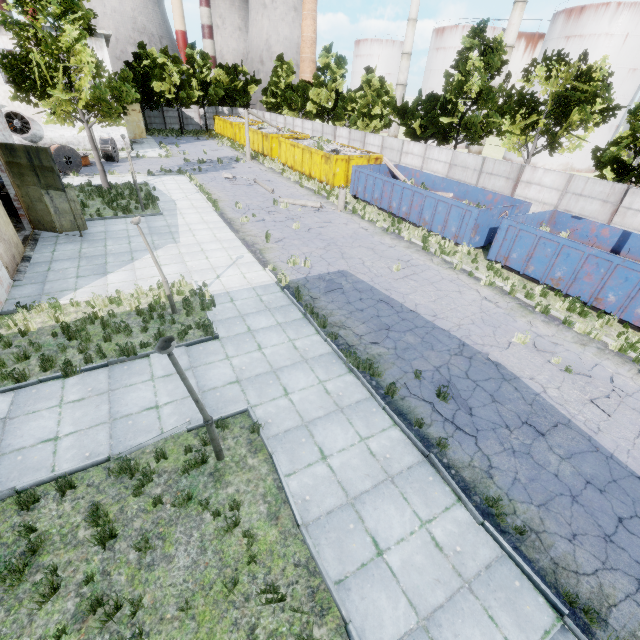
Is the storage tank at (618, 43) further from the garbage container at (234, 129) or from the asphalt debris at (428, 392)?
the asphalt debris at (428, 392)

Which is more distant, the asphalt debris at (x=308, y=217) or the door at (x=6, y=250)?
the asphalt debris at (x=308, y=217)

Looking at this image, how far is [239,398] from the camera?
8.16m

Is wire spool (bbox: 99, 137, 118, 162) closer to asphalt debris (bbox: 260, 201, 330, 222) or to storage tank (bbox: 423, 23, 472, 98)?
asphalt debris (bbox: 260, 201, 330, 222)

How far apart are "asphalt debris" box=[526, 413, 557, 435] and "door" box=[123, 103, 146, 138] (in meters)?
49.96

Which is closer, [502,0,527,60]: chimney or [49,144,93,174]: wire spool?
[49,144,93,174]: wire spool

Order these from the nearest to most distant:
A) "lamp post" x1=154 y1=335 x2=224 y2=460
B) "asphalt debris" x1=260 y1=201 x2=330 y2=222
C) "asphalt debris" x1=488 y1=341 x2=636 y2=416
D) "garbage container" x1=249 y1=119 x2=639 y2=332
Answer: "lamp post" x1=154 y1=335 x2=224 y2=460, "asphalt debris" x1=488 y1=341 x2=636 y2=416, "garbage container" x1=249 y1=119 x2=639 y2=332, "asphalt debris" x1=260 y1=201 x2=330 y2=222

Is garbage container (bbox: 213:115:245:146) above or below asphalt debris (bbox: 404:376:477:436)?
above
